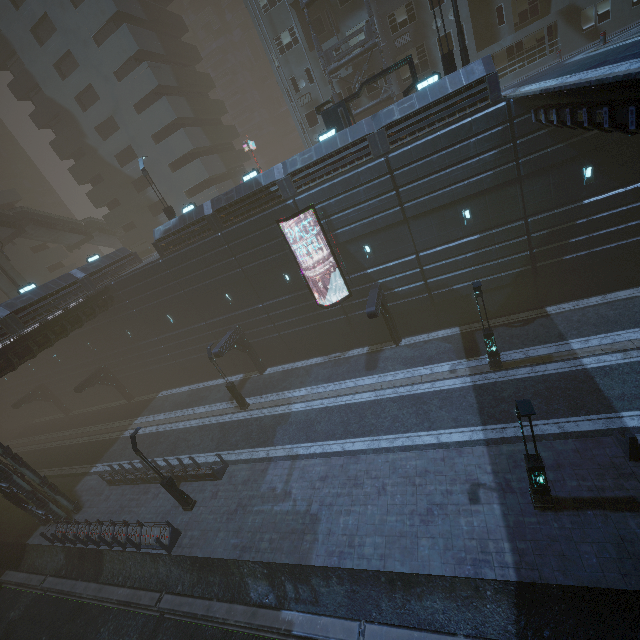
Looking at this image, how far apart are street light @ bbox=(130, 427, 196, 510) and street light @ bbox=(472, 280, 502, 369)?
18.00m

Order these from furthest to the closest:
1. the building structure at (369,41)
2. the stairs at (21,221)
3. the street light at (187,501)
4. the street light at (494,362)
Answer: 1. the stairs at (21,221)
2. the building structure at (369,41)
3. the street light at (187,501)
4. the street light at (494,362)

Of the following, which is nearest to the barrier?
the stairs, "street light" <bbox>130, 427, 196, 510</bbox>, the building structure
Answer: "street light" <bbox>130, 427, 196, 510</bbox>

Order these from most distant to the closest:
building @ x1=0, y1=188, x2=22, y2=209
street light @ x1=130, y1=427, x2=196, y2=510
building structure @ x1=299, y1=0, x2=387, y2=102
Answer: building @ x1=0, y1=188, x2=22, y2=209 → building structure @ x1=299, y1=0, x2=387, y2=102 → street light @ x1=130, y1=427, x2=196, y2=510

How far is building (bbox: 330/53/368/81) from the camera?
25.49m

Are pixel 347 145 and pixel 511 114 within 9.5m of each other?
yes

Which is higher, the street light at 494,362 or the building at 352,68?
the building at 352,68

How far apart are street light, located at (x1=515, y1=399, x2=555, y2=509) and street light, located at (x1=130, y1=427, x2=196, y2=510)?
16.7m
